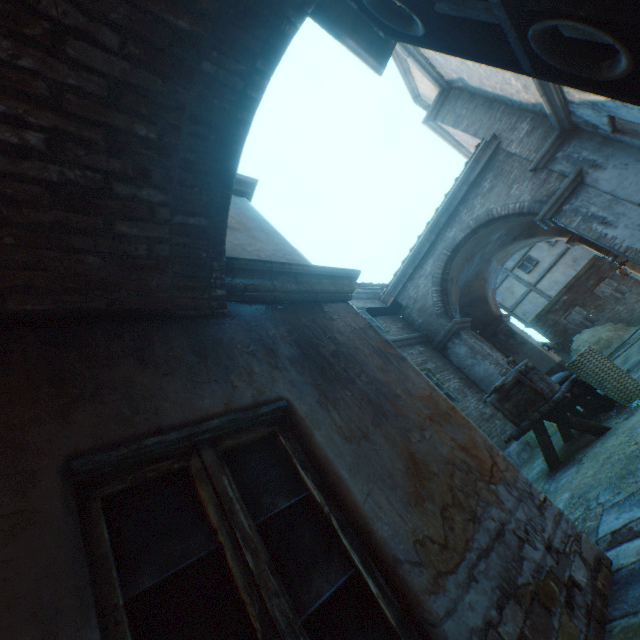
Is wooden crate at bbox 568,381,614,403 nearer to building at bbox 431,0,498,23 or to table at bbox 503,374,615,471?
table at bbox 503,374,615,471

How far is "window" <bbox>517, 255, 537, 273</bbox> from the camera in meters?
19.9

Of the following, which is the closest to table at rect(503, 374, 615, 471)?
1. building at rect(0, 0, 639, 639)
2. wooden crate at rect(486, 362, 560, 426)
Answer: wooden crate at rect(486, 362, 560, 426)

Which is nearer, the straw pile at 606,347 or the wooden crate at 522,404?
the wooden crate at 522,404

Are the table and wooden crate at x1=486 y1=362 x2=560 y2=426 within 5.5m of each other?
yes

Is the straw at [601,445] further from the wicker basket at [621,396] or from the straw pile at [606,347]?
the straw pile at [606,347]

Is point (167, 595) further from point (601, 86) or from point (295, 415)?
point (601, 86)

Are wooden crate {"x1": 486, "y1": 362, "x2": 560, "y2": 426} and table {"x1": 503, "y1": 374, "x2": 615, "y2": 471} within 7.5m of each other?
yes
